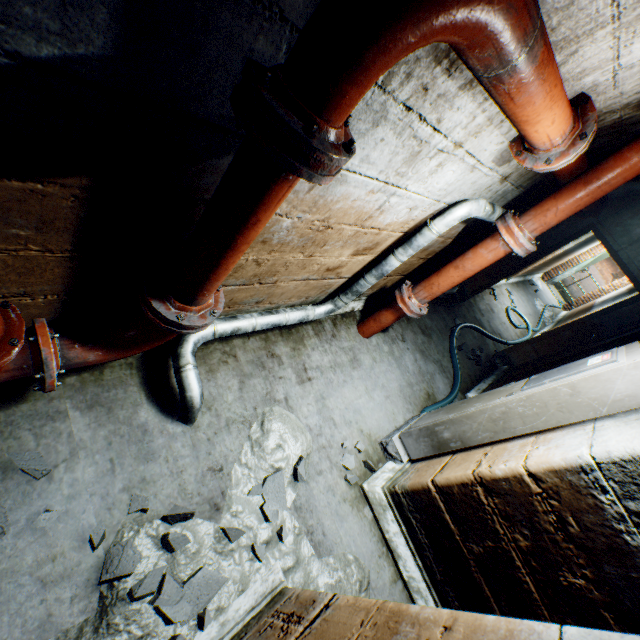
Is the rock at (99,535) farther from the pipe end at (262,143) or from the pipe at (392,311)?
the pipe end at (262,143)

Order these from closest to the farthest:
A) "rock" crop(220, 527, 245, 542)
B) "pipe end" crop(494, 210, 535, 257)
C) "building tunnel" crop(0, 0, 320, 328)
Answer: "building tunnel" crop(0, 0, 320, 328)
"rock" crop(220, 527, 245, 542)
"pipe end" crop(494, 210, 535, 257)

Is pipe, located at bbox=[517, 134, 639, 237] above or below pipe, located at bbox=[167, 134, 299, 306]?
above

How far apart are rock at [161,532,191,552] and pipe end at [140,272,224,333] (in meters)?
1.01

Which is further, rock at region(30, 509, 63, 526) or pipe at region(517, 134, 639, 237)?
pipe at region(517, 134, 639, 237)

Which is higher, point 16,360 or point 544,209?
point 544,209

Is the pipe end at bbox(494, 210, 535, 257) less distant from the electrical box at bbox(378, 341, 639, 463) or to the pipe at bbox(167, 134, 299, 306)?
the pipe at bbox(167, 134, 299, 306)

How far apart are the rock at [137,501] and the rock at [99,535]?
0.1 meters
